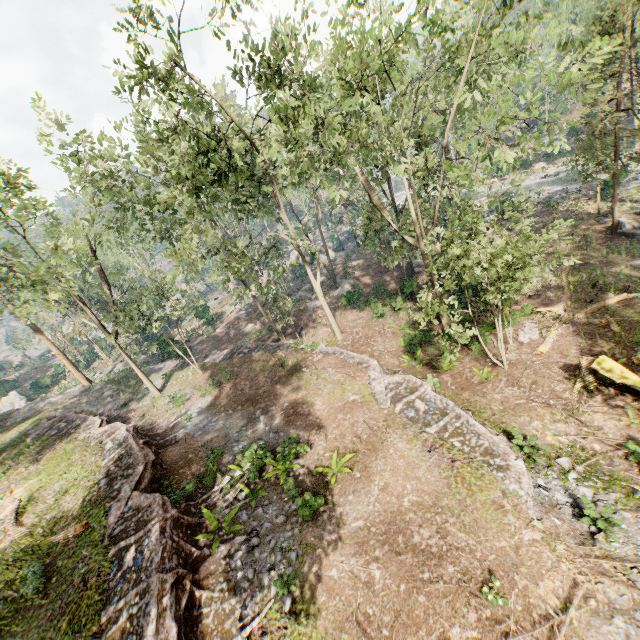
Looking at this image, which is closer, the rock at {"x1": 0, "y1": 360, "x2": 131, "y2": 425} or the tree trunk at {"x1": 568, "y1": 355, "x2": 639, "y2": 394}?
the tree trunk at {"x1": 568, "y1": 355, "x2": 639, "y2": 394}

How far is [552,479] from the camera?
10.92m

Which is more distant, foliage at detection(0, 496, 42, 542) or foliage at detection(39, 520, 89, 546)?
foliage at detection(0, 496, 42, 542)

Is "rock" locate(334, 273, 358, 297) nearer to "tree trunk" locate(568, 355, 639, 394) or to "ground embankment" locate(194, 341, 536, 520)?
"ground embankment" locate(194, 341, 536, 520)

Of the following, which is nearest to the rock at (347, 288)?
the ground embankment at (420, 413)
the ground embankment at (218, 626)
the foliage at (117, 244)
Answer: the foliage at (117, 244)

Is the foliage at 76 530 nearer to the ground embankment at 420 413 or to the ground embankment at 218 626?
the ground embankment at 420 413

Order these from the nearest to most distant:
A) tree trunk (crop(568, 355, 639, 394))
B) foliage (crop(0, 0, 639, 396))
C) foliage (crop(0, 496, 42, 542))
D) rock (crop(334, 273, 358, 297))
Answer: foliage (crop(0, 0, 639, 396))
tree trunk (crop(568, 355, 639, 394))
foliage (crop(0, 496, 42, 542))
rock (crop(334, 273, 358, 297))

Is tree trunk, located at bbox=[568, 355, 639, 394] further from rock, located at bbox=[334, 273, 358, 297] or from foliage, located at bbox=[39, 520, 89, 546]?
rock, located at bbox=[334, 273, 358, 297]
